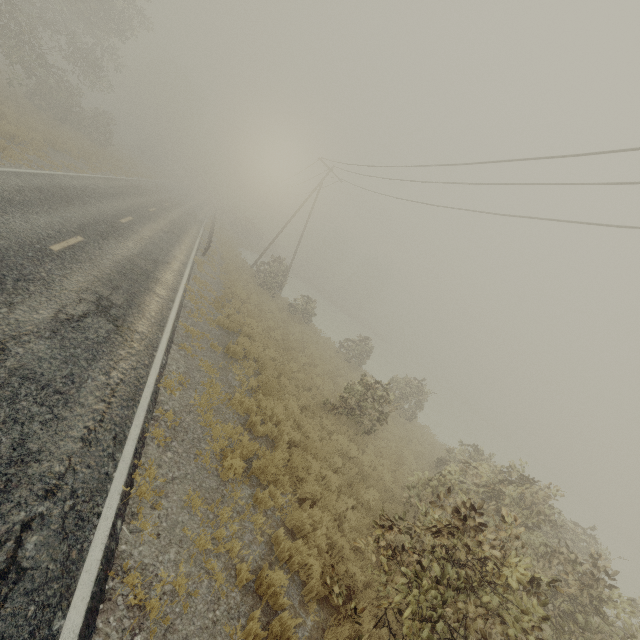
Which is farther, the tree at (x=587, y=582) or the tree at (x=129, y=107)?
the tree at (x=129, y=107)

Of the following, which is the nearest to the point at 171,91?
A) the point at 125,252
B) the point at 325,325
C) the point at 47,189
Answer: the point at 325,325

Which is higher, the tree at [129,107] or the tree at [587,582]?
the tree at [129,107]

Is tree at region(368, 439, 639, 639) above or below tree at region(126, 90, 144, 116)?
below

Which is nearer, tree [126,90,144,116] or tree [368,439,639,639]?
tree [368,439,639,639]

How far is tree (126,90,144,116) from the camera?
58.1 meters
